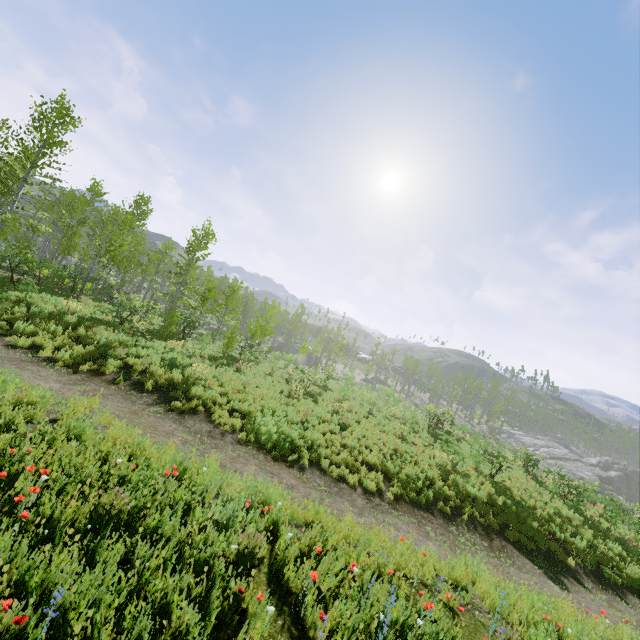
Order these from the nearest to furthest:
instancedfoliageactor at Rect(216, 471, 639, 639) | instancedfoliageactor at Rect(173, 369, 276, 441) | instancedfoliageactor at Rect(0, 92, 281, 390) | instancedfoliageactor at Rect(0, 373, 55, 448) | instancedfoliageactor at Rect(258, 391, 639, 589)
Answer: instancedfoliageactor at Rect(0, 373, 55, 448)
instancedfoliageactor at Rect(216, 471, 639, 639)
instancedfoliageactor at Rect(173, 369, 276, 441)
instancedfoliageactor at Rect(258, 391, 639, 589)
instancedfoliageactor at Rect(0, 92, 281, 390)

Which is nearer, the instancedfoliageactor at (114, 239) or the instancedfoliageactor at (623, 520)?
the instancedfoliageactor at (623, 520)

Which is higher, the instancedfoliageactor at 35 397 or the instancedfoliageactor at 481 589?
the instancedfoliageactor at 35 397

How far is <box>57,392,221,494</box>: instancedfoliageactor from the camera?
5.0m

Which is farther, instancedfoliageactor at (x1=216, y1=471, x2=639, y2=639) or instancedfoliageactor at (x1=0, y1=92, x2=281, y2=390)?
instancedfoliageactor at (x1=0, y1=92, x2=281, y2=390)

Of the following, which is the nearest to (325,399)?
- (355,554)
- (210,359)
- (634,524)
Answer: (210,359)
